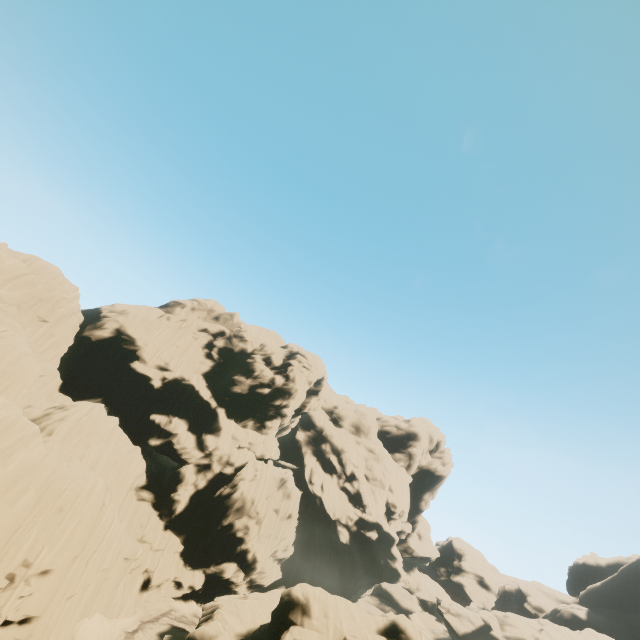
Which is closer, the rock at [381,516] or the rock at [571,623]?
the rock at [381,516]

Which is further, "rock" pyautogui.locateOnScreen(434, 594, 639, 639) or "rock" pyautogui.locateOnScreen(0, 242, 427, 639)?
"rock" pyautogui.locateOnScreen(434, 594, 639, 639)

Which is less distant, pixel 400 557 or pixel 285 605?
pixel 285 605
